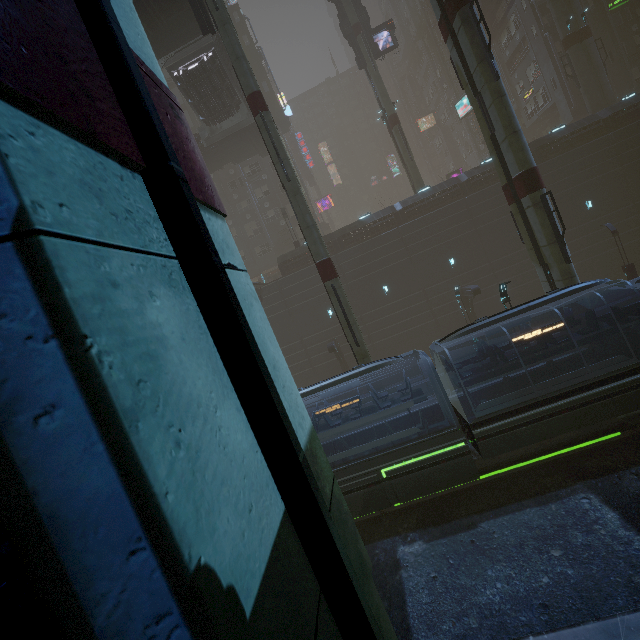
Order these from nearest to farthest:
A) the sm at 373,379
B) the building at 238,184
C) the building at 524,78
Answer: the sm at 373,379 < the building at 524,78 < the building at 238,184

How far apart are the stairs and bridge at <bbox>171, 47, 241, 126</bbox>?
0.01m

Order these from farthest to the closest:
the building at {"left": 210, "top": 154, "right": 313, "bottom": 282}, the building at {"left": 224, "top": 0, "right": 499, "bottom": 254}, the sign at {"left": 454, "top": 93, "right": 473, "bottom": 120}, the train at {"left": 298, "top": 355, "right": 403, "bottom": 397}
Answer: the building at {"left": 210, "top": 154, "right": 313, "bottom": 282}, the sign at {"left": 454, "top": 93, "right": 473, "bottom": 120}, the building at {"left": 224, "top": 0, "right": 499, "bottom": 254}, the train at {"left": 298, "top": 355, "right": 403, "bottom": 397}

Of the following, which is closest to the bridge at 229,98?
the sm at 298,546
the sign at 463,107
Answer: the sm at 298,546

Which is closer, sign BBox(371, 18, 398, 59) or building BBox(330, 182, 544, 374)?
building BBox(330, 182, 544, 374)

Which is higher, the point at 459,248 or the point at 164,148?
the point at 164,148

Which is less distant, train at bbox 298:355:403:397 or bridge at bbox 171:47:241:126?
train at bbox 298:355:403:397

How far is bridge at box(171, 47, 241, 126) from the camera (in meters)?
23.77
